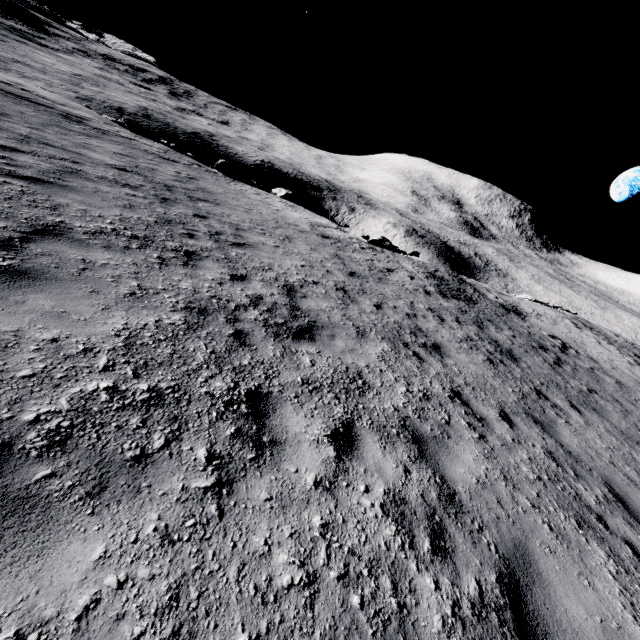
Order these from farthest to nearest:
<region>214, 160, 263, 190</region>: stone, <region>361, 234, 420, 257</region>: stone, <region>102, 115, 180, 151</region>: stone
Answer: <region>361, 234, 420, 257</region>: stone < <region>102, 115, 180, 151</region>: stone < <region>214, 160, 263, 190</region>: stone

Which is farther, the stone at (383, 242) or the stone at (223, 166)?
the stone at (383, 242)

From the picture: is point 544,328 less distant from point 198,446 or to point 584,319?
point 198,446

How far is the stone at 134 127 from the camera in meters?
21.7

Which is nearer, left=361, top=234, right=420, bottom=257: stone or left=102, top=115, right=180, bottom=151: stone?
left=102, top=115, right=180, bottom=151: stone

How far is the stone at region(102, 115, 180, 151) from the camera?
Answer: 21.7m

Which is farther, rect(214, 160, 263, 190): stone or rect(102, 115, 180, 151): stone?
rect(102, 115, 180, 151): stone

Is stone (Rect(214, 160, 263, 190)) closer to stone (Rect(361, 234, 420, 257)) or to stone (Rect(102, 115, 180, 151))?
stone (Rect(102, 115, 180, 151))
